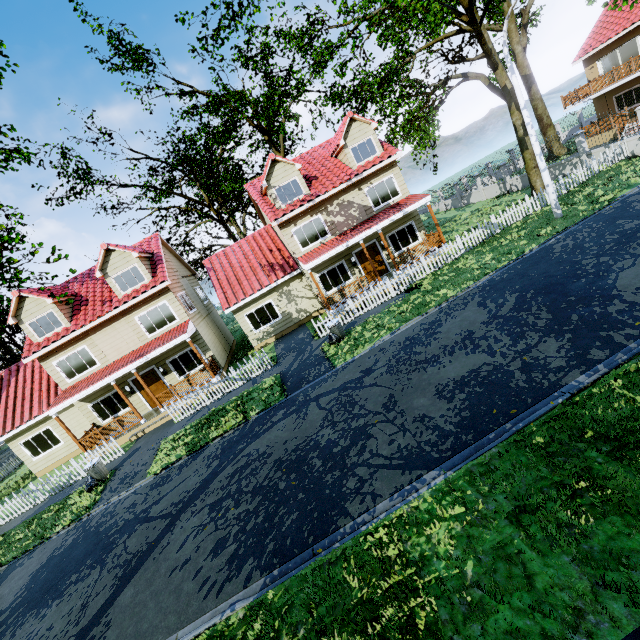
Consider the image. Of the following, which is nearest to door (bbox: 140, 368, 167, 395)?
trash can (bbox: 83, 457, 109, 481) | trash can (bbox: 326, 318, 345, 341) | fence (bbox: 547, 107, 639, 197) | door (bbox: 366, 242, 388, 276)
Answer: fence (bbox: 547, 107, 639, 197)

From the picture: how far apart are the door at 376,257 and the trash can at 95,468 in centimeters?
1631cm

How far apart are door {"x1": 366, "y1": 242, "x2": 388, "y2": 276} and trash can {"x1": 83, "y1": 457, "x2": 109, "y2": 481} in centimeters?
1631cm

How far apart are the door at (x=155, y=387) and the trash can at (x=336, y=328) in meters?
10.8

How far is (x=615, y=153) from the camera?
17.6m

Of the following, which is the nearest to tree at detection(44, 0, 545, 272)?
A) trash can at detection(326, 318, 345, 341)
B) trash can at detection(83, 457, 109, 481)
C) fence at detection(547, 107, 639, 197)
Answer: fence at detection(547, 107, 639, 197)

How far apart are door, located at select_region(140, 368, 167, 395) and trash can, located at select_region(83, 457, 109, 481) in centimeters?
493cm

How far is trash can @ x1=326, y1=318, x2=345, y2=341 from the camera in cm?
1438
